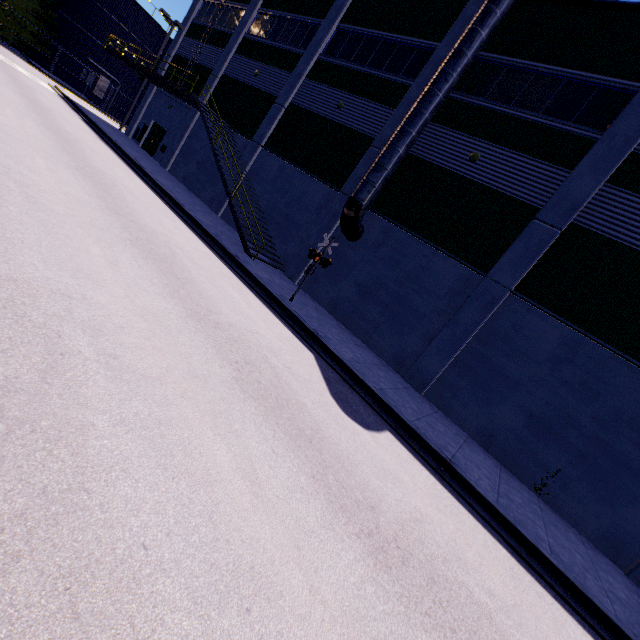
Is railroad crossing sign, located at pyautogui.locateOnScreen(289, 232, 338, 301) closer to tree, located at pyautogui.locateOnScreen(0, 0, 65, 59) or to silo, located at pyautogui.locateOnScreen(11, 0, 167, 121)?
tree, located at pyautogui.locateOnScreen(0, 0, 65, 59)

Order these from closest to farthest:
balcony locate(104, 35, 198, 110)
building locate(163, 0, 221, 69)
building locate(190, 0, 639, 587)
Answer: building locate(190, 0, 639, 587)
balcony locate(104, 35, 198, 110)
building locate(163, 0, 221, 69)

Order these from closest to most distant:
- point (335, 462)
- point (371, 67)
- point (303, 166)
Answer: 1. point (335, 462)
2. point (371, 67)
3. point (303, 166)

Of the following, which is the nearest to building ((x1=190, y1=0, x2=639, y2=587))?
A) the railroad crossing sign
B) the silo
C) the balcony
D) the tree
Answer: the balcony

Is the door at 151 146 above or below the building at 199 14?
below

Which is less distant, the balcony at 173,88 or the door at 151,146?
the balcony at 173,88

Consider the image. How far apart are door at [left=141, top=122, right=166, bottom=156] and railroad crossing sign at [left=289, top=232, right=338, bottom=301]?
21.7m

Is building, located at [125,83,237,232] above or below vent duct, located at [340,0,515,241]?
below
